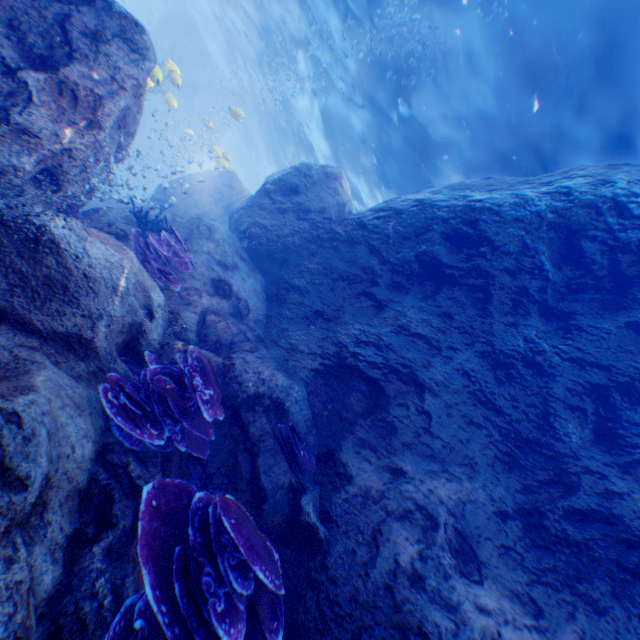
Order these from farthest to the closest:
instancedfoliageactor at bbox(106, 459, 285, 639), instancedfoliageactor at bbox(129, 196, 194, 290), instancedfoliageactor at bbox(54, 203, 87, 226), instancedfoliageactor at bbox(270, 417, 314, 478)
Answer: instancedfoliageactor at bbox(129, 196, 194, 290)
instancedfoliageactor at bbox(54, 203, 87, 226)
instancedfoliageactor at bbox(270, 417, 314, 478)
instancedfoliageactor at bbox(106, 459, 285, 639)

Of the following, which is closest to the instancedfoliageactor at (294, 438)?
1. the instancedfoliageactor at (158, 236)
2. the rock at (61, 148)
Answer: the rock at (61, 148)

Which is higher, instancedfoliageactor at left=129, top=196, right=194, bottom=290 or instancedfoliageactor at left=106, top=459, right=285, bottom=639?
instancedfoliageactor at left=129, top=196, right=194, bottom=290

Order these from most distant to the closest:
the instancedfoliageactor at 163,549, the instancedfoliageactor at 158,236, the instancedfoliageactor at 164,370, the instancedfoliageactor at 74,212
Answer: the instancedfoliageactor at 158,236
the instancedfoliageactor at 74,212
the instancedfoliageactor at 164,370
the instancedfoliageactor at 163,549

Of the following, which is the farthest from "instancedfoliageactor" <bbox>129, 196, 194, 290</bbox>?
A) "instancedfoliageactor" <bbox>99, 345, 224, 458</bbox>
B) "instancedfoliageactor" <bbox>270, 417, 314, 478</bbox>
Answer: "instancedfoliageactor" <bbox>270, 417, 314, 478</bbox>

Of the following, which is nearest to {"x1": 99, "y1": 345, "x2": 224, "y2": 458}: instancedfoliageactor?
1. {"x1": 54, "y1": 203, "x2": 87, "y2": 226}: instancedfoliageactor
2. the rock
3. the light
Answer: the rock

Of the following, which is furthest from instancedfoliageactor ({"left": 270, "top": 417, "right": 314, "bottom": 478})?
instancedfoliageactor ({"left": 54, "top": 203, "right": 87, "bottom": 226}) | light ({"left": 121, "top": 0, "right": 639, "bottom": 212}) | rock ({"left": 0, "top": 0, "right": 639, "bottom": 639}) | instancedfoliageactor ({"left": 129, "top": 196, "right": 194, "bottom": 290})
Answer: instancedfoliageactor ({"left": 54, "top": 203, "right": 87, "bottom": 226})

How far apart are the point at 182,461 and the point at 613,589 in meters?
5.2
